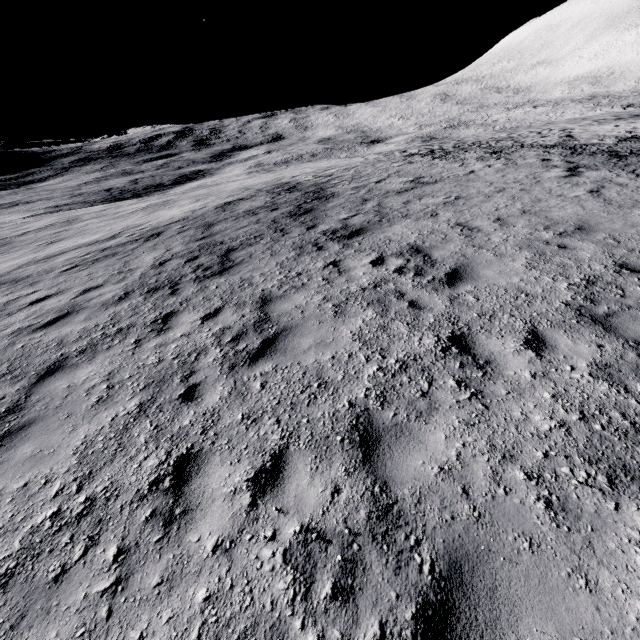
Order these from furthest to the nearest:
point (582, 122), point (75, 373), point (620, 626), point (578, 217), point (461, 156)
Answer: point (582, 122)
point (461, 156)
point (578, 217)
point (75, 373)
point (620, 626)
